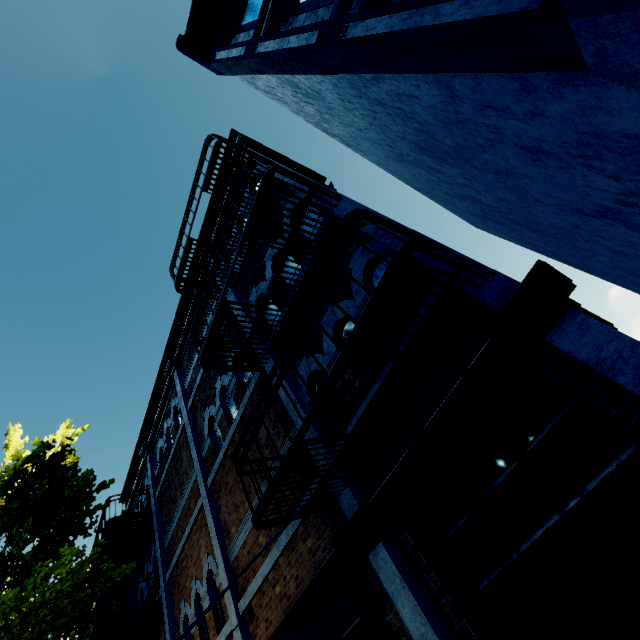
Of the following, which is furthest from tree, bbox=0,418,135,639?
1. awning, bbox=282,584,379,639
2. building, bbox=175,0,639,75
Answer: awning, bbox=282,584,379,639

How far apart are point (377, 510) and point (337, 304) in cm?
247

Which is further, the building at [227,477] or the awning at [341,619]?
the awning at [341,619]

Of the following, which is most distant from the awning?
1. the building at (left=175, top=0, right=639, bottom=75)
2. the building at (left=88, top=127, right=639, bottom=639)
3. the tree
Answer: the building at (left=175, top=0, right=639, bottom=75)

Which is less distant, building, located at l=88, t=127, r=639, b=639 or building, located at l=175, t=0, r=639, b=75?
building, located at l=175, t=0, r=639, b=75

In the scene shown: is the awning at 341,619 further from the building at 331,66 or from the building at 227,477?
the building at 331,66

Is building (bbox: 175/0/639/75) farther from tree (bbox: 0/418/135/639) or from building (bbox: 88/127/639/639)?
building (bbox: 88/127/639/639)

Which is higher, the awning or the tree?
the tree
